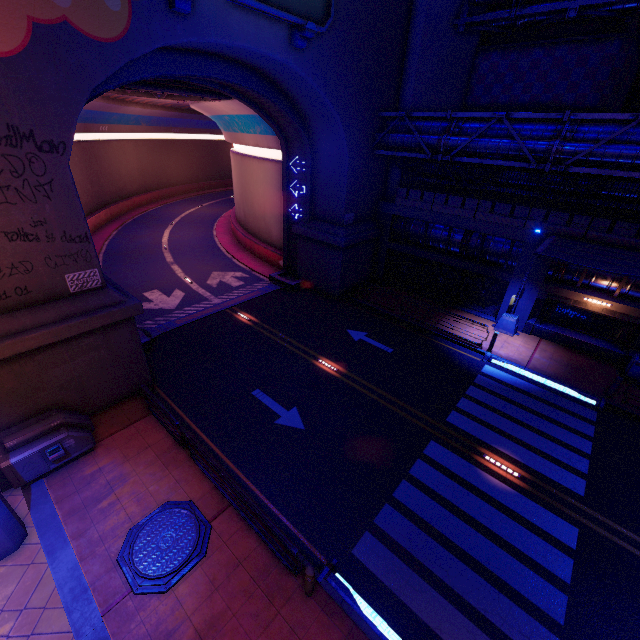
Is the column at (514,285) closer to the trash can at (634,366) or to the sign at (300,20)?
the trash can at (634,366)

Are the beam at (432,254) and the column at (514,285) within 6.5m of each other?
yes

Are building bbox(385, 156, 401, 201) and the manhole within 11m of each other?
no

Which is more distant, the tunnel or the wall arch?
the tunnel

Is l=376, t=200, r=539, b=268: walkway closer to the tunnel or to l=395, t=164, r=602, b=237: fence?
l=395, t=164, r=602, b=237: fence

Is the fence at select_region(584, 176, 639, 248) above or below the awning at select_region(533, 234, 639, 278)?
above

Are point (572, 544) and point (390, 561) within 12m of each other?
yes

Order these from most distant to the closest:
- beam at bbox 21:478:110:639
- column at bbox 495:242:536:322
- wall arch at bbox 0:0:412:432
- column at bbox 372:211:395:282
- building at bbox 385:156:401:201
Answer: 1. column at bbox 372:211:395:282
2. building at bbox 385:156:401:201
3. column at bbox 495:242:536:322
4. wall arch at bbox 0:0:412:432
5. beam at bbox 21:478:110:639
